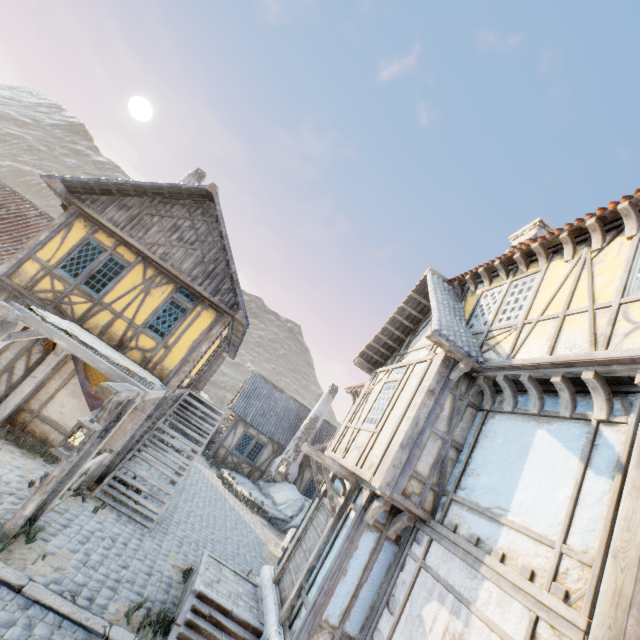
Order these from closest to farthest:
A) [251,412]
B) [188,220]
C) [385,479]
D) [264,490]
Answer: [385,479], [188,220], [264,490], [251,412]

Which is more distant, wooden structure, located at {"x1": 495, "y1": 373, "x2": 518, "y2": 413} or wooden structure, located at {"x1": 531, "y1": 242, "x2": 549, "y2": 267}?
wooden structure, located at {"x1": 531, "y1": 242, "x2": 549, "y2": 267}

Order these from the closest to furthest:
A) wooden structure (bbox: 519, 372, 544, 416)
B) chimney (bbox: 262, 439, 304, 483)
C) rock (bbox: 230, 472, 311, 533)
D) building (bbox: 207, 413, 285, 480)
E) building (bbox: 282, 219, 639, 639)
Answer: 1. building (bbox: 282, 219, 639, 639)
2. wooden structure (bbox: 519, 372, 544, 416)
3. rock (bbox: 230, 472, 311, 533)
4. chimney (bbox: 262, 439, 304, 483)
5. building (bbox: 207, 413, 285, 480)

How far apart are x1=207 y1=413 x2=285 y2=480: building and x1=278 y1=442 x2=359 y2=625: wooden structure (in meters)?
14.65

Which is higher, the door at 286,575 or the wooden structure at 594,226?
the wooden structure at 594,226

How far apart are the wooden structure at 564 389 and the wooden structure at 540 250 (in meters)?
2.73

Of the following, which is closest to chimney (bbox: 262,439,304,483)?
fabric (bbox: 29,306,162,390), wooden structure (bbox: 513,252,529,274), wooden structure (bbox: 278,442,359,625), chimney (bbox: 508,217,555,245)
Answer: chimney (bbox: 508,217,555,245)

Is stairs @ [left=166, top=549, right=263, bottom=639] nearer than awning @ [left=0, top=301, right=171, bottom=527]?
Yes
